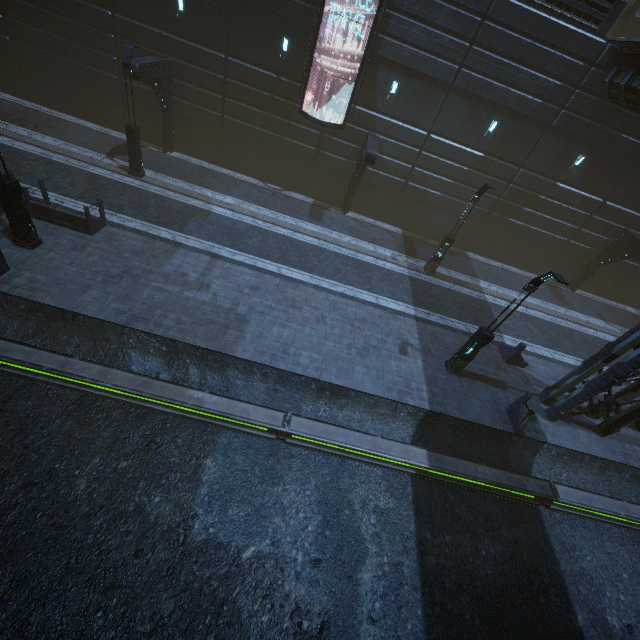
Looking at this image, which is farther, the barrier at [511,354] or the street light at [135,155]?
the barrier at [511,354]

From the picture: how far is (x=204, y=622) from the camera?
7.25m

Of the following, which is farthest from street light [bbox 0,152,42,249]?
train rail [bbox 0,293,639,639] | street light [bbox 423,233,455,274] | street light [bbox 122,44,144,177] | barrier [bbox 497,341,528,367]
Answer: barrier [bbox 497,341,528,367]

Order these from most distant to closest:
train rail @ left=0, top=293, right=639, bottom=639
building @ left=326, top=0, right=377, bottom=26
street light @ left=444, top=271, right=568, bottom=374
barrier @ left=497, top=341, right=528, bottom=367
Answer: building @ left=326, top=0, right=377, bottom=26 < barrier @ left=497, top=341, right=528, bottom=367 < street light @ left=444, top=271, right=568, bottom=374 < train rail @ left=0, top=293, right=639, bottom=639

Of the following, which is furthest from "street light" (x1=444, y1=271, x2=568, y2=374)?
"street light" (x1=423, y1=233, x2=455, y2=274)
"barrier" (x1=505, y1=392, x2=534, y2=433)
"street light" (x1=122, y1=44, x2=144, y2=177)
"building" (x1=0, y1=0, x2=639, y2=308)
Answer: "street light" (x1=122, y1=44, x2=144, y2=177)

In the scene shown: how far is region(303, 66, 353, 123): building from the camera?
17.57m

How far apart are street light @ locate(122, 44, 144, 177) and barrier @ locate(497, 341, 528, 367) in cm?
2076

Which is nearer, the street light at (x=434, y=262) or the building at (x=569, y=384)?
the building at (x=569, y=384)
